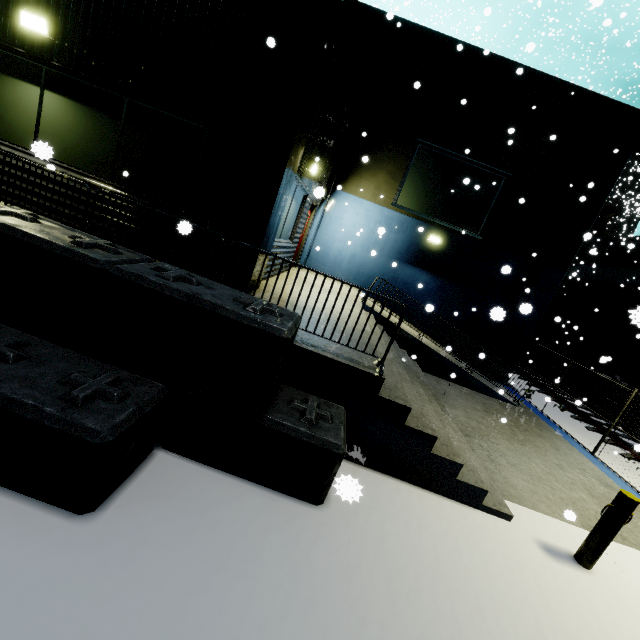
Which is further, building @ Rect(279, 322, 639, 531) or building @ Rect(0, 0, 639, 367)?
building @ Rect(0, 0, 639, 367)

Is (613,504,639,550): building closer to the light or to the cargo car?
the light

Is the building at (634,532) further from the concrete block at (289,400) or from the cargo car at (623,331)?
the cargo car at (623,331)

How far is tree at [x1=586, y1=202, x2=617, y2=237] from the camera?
30.86m

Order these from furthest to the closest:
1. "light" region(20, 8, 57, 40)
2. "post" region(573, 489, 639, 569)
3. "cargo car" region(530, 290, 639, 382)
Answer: "cargo car" region(530, 290, 639, 382) < "light" region(20, 8, 57, 40) < "post" region(573, 489, 639, 569)

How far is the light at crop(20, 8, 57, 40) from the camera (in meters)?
5.05

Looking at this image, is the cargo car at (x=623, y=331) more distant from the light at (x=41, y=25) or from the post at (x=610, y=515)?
the light at (x=41, y=25)

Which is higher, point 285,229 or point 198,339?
point 285,229
